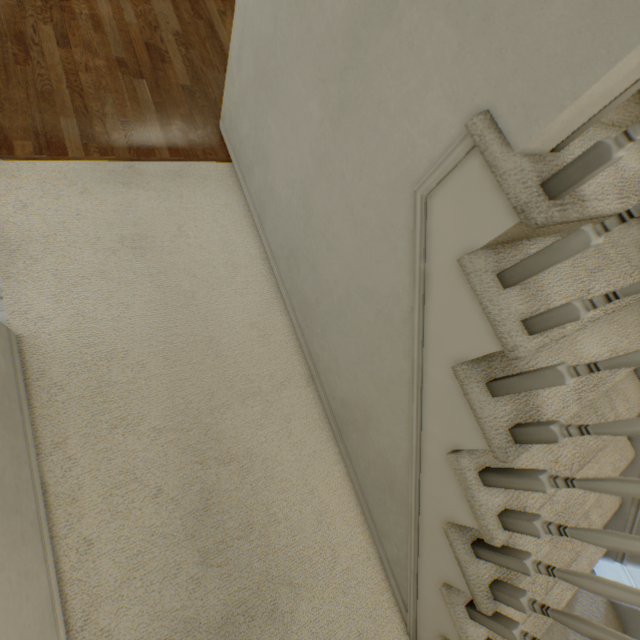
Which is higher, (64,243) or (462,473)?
(462,473)
